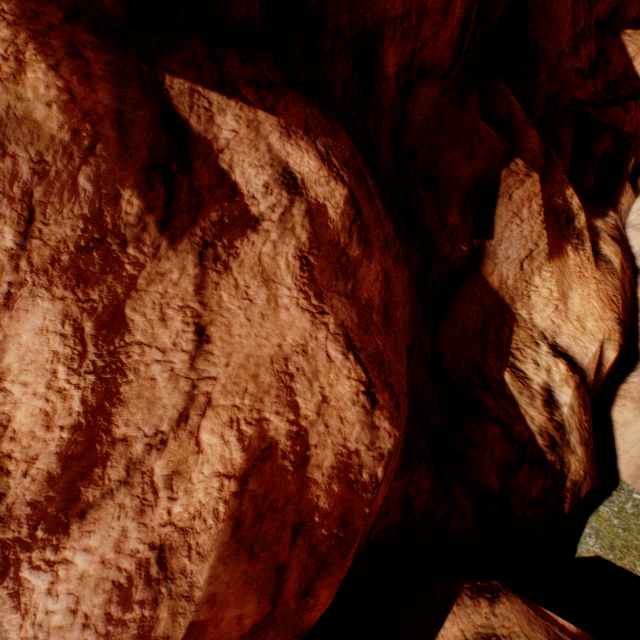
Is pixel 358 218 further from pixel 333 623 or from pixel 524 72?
pixel 524 72
